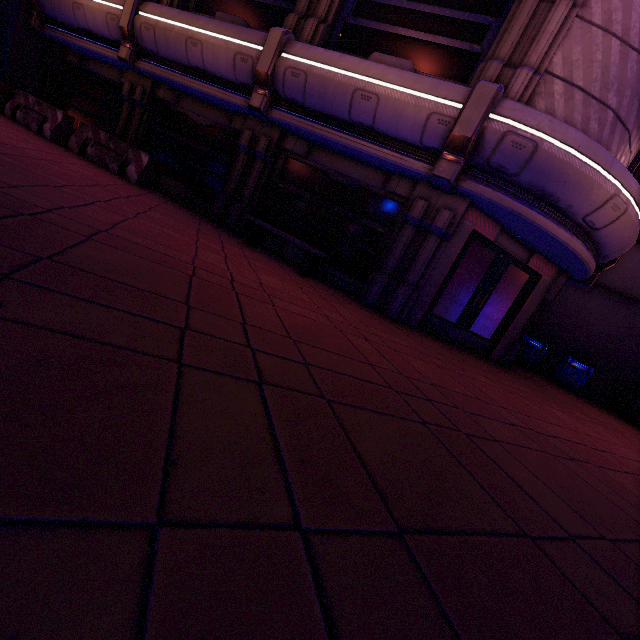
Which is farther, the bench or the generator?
the generator

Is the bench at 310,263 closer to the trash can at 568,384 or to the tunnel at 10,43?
the trash can at 568,384

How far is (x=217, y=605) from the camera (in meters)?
0.75

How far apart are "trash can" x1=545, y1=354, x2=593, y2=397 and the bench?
10.4m

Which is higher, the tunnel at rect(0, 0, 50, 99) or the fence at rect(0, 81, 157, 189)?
the tunnel at rect(0, 0, 50, 99)

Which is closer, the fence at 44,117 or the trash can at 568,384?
the fence at 44,117

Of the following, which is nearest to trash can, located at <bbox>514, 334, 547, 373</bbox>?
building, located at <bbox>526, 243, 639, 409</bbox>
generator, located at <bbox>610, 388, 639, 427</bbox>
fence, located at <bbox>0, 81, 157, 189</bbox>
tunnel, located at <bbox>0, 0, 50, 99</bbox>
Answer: building, located at <bbox>526, 243, 639, 409</bbox>

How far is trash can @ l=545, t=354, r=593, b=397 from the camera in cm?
1188
